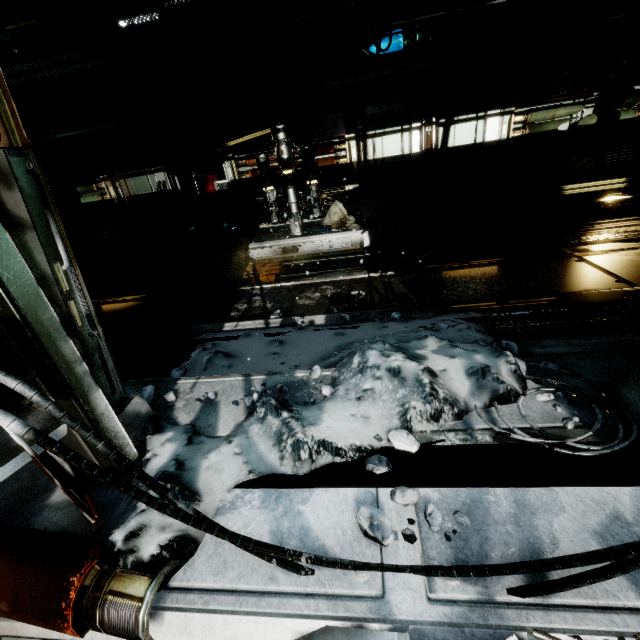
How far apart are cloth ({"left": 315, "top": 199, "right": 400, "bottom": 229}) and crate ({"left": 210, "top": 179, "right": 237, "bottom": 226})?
3.04m

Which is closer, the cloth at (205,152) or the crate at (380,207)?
the crate at (380,207)

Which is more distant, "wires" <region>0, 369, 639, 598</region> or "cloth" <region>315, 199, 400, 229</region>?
"cloth" <region>315, 199, 400, 229</region>

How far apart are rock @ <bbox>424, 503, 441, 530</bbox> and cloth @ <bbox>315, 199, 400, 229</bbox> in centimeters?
672cm

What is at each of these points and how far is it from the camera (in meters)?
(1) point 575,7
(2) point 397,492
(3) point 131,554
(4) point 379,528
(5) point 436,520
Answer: (1) pipe, 6.13
(2) rock, 1.83
(3) snow pile, 1.56
(4) rock, 1.64
(5) rock, 1.65

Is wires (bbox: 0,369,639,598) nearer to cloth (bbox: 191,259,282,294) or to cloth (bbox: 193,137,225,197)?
cloth (bbox: 191,259,282,294)

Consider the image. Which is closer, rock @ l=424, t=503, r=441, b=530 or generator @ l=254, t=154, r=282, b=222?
rock @ l=424, t=503, r=441, b=530

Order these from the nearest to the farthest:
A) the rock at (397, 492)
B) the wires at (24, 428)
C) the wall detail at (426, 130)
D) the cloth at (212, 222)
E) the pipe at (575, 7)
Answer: the wires at (24, 428) < the rock at (397, 492) < the pipe at (575, 7) < the wall detail at (426, 130) < the cloth at (212, 222)
